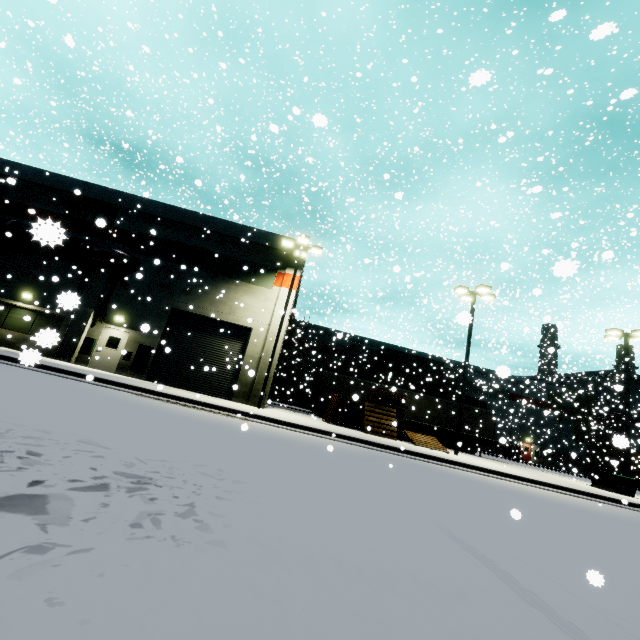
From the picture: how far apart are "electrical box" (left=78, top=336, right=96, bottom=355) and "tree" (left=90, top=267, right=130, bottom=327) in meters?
0.6 m

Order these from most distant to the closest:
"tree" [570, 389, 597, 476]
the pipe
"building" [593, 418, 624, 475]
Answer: "tree" [570, 389, 597, 476] → "building" [593, 418, 624, 475] → the pipe

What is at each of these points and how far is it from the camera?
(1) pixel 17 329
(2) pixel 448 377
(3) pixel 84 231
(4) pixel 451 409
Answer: (1) building, 18.2m
(2) cargo container, 34.9m
(3) building, 19.8m
(4) semi trailer, 27.0m

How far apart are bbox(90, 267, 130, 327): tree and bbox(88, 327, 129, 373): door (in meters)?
0.16

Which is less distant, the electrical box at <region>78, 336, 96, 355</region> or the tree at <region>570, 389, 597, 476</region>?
the electrical box at <region>78, 336, 96, 355</region>

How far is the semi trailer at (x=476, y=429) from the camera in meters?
23.3 m

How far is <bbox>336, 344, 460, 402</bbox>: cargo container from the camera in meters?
31.3 m

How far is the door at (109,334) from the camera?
18.25m
